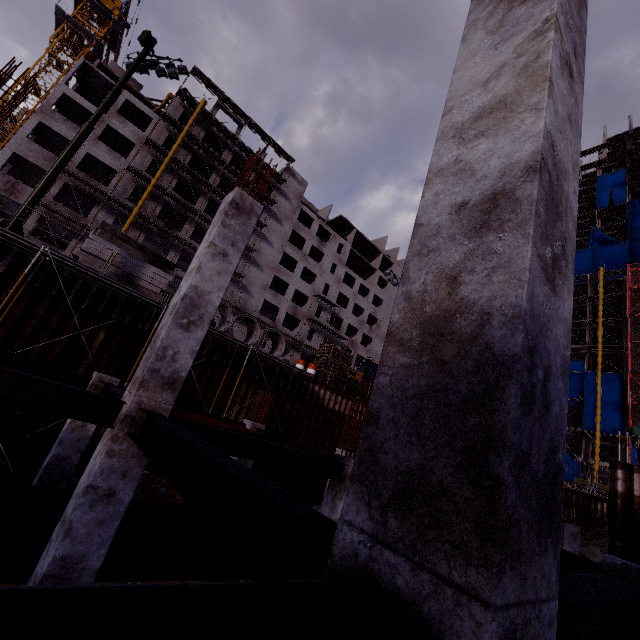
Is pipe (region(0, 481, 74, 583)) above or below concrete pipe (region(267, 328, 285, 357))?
below

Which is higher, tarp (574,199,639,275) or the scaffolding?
tarp (574,199,639,275)

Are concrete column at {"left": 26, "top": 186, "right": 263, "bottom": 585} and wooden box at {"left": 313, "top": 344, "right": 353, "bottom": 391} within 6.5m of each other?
no

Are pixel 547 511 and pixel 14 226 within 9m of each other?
no

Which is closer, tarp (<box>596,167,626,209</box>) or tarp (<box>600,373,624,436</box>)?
tarp (<box>600,373,624,436</box>)

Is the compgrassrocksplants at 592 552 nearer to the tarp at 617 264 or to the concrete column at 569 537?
the concrete column at 569 537

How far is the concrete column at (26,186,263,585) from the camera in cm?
419

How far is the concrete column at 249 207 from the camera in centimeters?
419cm
